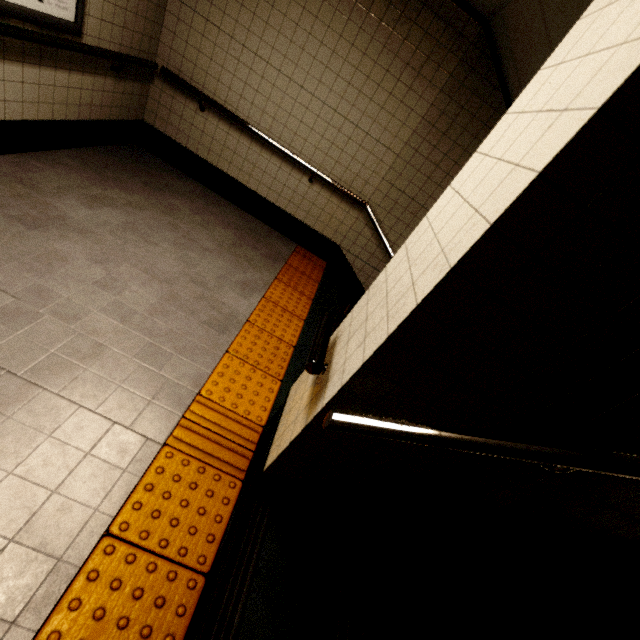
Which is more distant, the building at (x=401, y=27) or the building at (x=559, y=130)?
the building at (x=401, y=27)

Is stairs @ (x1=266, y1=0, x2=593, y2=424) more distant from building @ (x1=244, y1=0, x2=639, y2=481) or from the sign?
the sign

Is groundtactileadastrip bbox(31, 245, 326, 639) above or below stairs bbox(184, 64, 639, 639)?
below

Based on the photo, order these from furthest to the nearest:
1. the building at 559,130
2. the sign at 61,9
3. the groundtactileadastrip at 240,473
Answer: the sign at 61,9 → the groundtactileadastrip at 240,473 → the building at 559,130

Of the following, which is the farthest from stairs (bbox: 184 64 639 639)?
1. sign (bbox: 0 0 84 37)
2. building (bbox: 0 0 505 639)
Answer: sign (bbox: 0 0 84 37)

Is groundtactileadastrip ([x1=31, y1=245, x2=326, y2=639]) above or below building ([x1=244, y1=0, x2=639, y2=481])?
below

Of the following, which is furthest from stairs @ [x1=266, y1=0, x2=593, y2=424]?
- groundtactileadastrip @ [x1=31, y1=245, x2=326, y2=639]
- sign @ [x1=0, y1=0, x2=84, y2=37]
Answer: sign @ [x1=0, y1=0, x2=84, y2=37]

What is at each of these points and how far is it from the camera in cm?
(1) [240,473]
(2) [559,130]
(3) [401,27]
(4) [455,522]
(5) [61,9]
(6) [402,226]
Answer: (1) groundtactileadastrip, 187
(2) building, 76
(3) building, 316
(4) stairs, 151
(5) sign, 245
(6) stairs, 415
